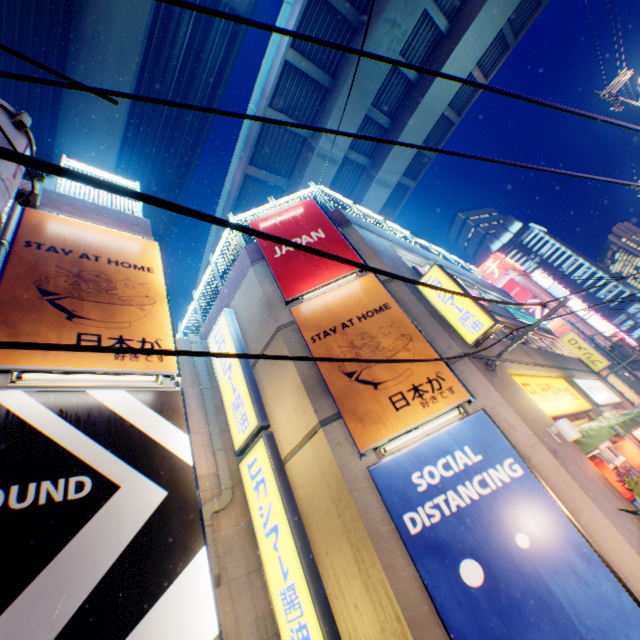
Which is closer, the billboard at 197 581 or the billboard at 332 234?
the billboard at 197 581

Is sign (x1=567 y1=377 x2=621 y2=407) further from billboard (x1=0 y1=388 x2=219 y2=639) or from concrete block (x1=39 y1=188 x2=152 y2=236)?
concrete block (x1=39 y1=188 x2=152 y2=236)

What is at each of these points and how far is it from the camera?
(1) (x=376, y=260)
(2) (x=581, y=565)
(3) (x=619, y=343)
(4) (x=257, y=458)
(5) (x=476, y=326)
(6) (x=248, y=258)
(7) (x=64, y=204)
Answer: (1) building, 9.94m
(2) billboard, 4.95m
(3) electric pole, 20.30m
(4) sign, 8.32m
(5) sign, 8.19m
(6) concrete block, 11.05m
(7) concrete block, 7.91m

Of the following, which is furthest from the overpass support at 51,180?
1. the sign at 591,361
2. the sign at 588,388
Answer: the sign at 588,388

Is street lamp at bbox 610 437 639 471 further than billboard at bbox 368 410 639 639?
Yes

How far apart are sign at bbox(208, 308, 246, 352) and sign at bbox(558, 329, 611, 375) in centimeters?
1863cm

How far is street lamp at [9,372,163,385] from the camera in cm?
444

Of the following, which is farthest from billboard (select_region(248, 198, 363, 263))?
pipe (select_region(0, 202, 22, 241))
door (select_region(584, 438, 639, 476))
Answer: door (select_region(584, 438, 639, 476))
